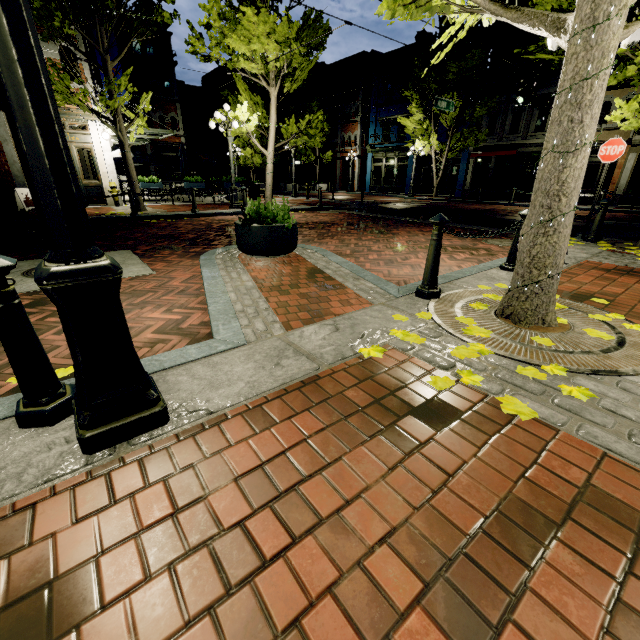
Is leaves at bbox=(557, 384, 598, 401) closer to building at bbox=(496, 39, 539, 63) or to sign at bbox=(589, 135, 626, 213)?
sign at bbox=(589, 135, 626, 213)

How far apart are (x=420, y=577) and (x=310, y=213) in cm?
1339

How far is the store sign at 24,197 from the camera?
11.41m

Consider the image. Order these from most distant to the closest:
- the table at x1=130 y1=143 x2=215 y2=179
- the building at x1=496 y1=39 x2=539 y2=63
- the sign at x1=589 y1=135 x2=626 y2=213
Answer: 1. the building at x1=496 y1=39 x2=539 y2=63
2. the table at x1=130 y1=143 x2=215 y2=179
3. the sign at x1=589 y1=135 x2=626 y2=213

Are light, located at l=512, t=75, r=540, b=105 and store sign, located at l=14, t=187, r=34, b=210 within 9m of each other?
no

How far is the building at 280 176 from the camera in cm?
3903

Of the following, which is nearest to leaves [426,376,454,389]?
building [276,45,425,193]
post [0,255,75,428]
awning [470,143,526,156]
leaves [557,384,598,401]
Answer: leaves [557,384,598,401]

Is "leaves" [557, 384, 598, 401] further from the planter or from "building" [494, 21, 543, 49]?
"building" [494, 21, 543, 49]
